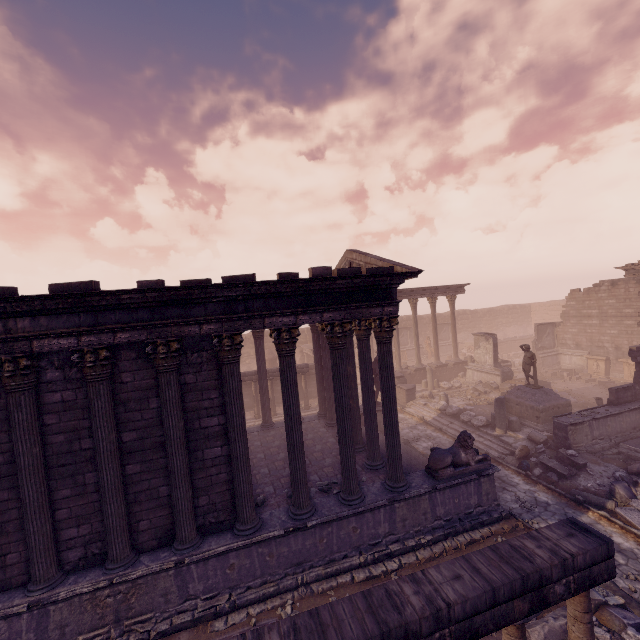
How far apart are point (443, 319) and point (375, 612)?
40.4m

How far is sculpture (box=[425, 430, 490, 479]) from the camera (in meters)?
9.45

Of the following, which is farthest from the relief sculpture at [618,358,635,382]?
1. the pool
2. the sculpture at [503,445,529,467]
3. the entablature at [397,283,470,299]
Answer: the sculpture at [503,445,529,467]

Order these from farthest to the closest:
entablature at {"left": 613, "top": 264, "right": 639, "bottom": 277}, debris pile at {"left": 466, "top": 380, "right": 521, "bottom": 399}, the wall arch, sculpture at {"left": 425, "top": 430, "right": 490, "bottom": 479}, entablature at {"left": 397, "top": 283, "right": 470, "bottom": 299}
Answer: the wall arch
entablature at {"left": 397, "top": 283, "right": 470, "bottom": 299}
entablature at {"left": 613, "top": 264, "right": 639, "bottom": 277}
debris pile at {"left": 466, "top": 380, "right": 521, "bottom": 399}
sculpture at {"left": 425, "top": 430, "right": 490, "bottom": 479}

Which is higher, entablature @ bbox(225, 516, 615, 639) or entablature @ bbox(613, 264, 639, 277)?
entablature @ bbox(613, 264, 639, 277)

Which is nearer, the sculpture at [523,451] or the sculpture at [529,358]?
the sculpture at [523,451]

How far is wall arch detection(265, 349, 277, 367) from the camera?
28.9m

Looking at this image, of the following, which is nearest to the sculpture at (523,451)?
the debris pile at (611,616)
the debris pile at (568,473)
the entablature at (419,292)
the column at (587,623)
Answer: the debris pile at (568,473)
